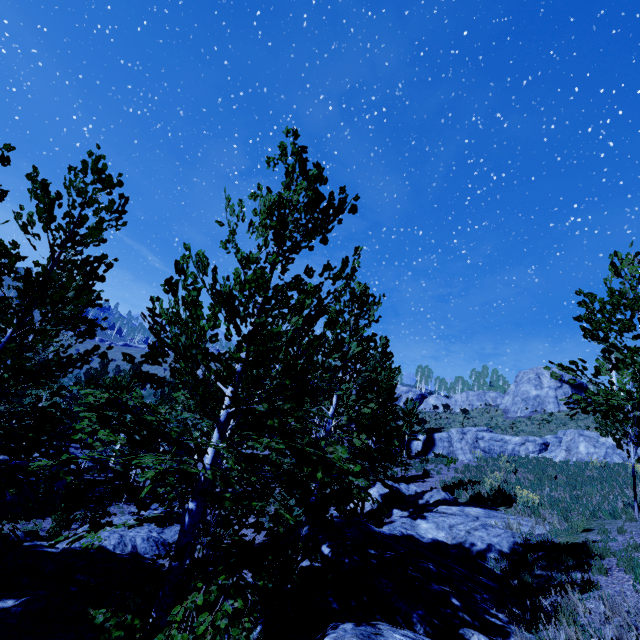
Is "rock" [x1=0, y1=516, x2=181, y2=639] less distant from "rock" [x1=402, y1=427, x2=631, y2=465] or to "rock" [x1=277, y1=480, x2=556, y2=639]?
"rock" [x1=277, y1=480, x2=556, y2=639]

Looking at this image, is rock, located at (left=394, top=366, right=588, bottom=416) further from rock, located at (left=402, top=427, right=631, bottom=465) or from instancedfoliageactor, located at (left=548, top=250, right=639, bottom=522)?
rock, located at (left=402, top=427, right=631, bottom=465)

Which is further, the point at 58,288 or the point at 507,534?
Answer: the point at 507,534

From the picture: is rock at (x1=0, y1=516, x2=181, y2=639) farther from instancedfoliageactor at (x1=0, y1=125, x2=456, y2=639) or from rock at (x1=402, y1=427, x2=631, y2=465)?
rock at (x1=402, y1=427, x2=631, y2=465)

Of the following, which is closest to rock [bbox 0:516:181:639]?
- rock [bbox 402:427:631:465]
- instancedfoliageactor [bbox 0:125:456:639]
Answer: instancedfoliageactor [bbox 0:125:456:639]

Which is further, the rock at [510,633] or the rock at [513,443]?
the rock at [513,443]

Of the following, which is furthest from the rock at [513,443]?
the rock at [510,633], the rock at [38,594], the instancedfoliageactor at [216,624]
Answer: the rock at [38,594]

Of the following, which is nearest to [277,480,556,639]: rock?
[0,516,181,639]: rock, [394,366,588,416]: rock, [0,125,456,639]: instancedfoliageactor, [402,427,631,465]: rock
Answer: [0,125,456,639]: instancedfoliageactor
